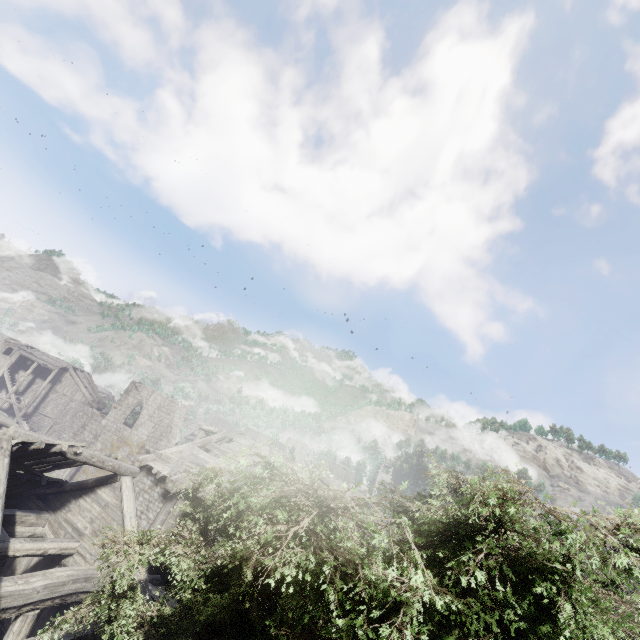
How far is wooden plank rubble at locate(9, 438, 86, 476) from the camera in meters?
10.1

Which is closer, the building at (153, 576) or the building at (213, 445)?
the building at (213, 445)

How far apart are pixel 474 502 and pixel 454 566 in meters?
1.2

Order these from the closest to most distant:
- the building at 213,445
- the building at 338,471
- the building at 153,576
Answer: the building at 213,445
the building at 153,576
the building at 338,471

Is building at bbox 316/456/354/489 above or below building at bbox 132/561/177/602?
above

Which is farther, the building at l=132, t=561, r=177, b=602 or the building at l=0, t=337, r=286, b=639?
the building at l=132, t=561, r=177, b=602

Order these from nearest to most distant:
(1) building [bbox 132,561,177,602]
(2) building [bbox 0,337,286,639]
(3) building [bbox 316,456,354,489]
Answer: (2) building [bbox 0,337,286,639]
(1) building [bbox 132,561,177,602]
(3) building [bbox 316,456,354,489]
